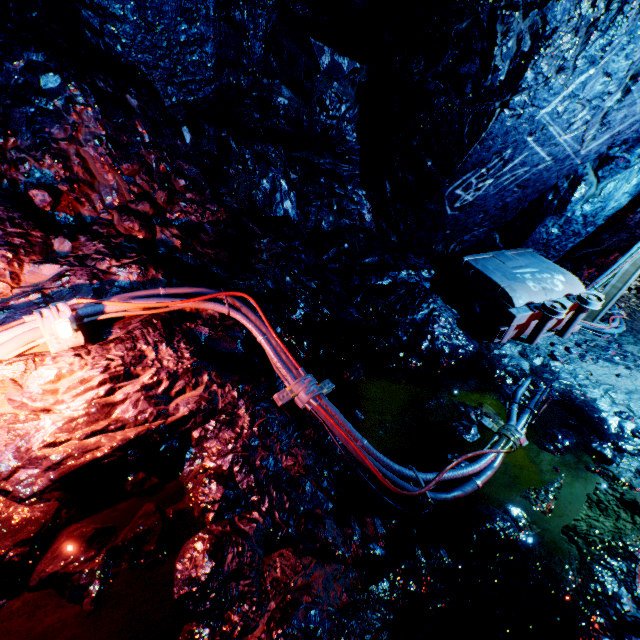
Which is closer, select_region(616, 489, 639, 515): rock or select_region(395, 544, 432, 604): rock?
select_region(395, 544, 432, 604): rock

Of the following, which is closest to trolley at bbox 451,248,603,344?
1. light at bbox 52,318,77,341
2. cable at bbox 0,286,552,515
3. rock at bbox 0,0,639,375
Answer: rock at bbox 0,0,639,375

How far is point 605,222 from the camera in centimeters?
506cm

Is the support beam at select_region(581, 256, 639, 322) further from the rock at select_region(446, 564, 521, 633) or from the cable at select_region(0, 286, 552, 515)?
the cable at select_region(0, 286, 552, 515)

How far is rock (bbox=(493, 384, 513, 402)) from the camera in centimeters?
339cm

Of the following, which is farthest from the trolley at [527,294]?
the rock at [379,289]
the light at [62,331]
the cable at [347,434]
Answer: the light at [62,331]

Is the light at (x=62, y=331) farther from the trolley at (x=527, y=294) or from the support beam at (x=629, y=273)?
the support beam at (x=629, y=273)
